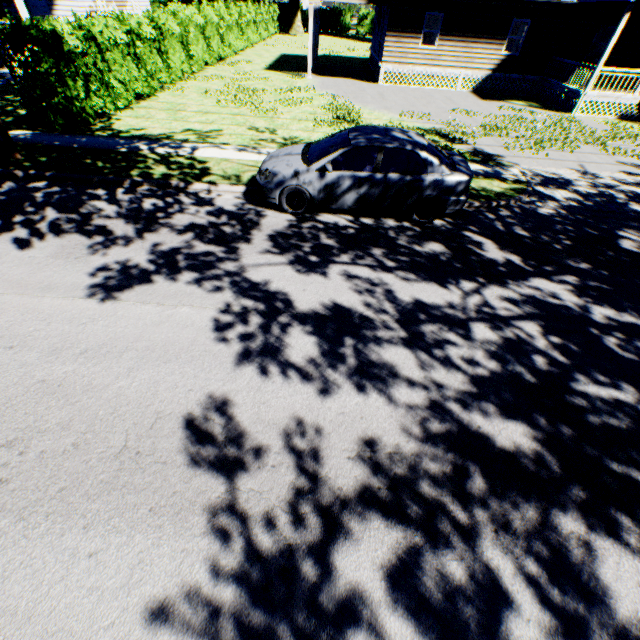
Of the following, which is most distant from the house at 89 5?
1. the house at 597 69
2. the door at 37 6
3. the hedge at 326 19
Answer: the hedge at 326 19

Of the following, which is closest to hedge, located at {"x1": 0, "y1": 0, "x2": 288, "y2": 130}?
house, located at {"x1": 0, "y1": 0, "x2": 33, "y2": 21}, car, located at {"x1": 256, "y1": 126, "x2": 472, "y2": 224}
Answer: house, located at {"x1": 0, "y1": 0, "x2": 33, "y2": 21}

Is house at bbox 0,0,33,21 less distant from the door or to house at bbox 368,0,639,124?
the door

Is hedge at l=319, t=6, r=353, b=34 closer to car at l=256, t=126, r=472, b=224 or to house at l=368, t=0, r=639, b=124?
house at l=368, t=0, r=639, b=124

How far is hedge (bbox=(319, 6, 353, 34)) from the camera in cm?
4972

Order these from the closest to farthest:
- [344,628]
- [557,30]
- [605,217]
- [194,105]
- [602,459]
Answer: [344,628] < [602,459] < [605,217] < [194,105] < [557,30]

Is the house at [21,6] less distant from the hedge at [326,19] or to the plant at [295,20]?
the plant at [295,20]

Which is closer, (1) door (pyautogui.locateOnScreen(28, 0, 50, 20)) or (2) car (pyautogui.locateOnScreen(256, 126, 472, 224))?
(2) car (pyautogui.locateOnScreen(256, 126, 472, 224))
